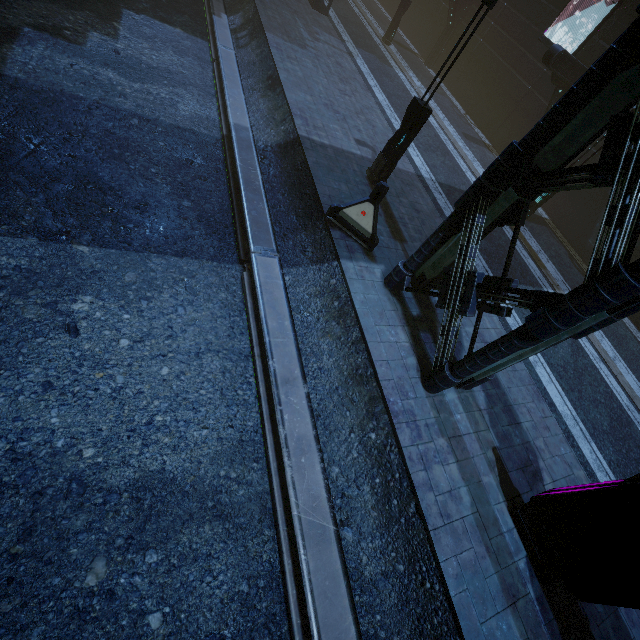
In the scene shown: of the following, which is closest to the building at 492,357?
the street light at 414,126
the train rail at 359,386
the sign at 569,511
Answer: the train rail at 359,386

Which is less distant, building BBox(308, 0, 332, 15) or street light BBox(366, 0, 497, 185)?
street light BBox(366, 0, 497, 185)

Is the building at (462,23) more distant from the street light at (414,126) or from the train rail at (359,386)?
the street light at (414,126)

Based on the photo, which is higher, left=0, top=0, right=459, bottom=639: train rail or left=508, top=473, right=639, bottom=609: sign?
left=508, top=473, right=639, bottom=609: sign

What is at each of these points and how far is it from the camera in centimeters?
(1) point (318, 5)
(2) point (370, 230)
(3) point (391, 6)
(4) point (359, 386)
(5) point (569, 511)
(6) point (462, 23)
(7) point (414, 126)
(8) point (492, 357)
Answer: (1) building, 1873cm
(2) barrier, 820cm
(3) building, 2925cm
(4) train rail, 641cm
(5) sign, 503cm
(6) building, 2216cm
(7) street light, 890cm
(8) building, 545cm

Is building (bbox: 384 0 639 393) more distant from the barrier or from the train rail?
the barrier

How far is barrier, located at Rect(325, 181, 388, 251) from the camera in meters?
8.0

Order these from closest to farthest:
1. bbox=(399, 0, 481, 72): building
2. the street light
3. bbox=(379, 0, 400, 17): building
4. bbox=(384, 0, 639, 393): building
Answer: bbox=(384, 0, 639, 393): building → the street light → bbox=(399, 0, 481, 72): building → bbox=(379, 0, 400, 17): building
